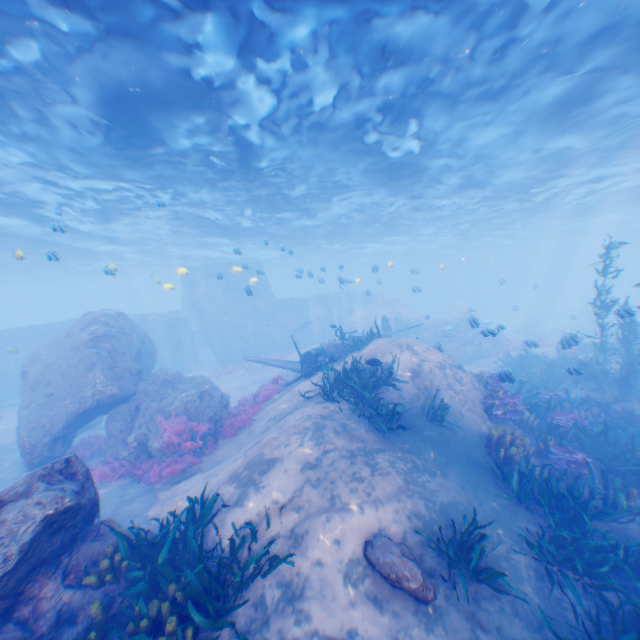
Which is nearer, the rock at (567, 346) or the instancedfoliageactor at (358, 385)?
the instancedfoliageactor at (358, 385)

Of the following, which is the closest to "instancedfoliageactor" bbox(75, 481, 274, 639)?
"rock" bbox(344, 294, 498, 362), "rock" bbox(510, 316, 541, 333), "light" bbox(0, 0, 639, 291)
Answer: "rock" bbox(344, 294, 498, 362)

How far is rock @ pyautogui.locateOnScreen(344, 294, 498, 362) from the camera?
25.8 meters

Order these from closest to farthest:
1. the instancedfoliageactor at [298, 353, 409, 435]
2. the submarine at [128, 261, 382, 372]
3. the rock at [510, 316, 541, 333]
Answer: the instancedfoliageactor at [298, 353, 409, 435] < the submarine at [128, 261, 382, 372] < the rock at [510, 316, 541, 333]

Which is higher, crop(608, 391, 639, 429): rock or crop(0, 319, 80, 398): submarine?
crop(0, 319, 80, 398): submarine

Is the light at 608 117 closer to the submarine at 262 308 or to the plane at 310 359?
the submarine at 262 308

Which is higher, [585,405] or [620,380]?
[620,380]
